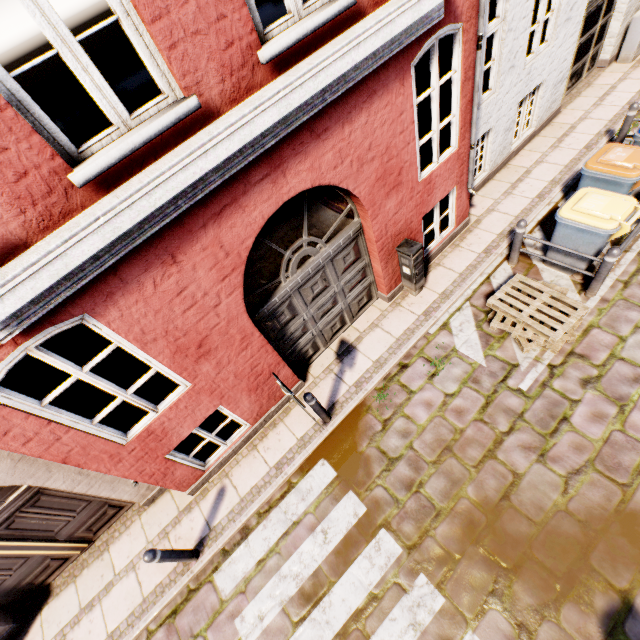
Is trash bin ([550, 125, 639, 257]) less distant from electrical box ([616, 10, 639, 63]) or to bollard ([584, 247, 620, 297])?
bollard ([584, 247, 620, 297])

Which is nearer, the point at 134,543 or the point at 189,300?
the point at 189,300

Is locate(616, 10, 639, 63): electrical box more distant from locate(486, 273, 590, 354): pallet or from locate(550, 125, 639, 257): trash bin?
locate(486, 273, 590, 354): pallet

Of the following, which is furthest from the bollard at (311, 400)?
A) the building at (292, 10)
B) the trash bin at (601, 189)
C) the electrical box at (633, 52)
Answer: the electrical box at (633, 52)

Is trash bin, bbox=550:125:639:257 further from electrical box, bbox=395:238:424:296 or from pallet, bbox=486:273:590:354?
electrical box, bbox=395:238:424:296

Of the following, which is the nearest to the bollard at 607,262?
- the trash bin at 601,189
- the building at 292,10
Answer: the trash bin at 601,189

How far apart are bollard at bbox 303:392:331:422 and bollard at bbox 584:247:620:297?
5.0 meters

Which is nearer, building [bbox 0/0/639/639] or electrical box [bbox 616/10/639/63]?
building [bbox 0/0/639/639]
